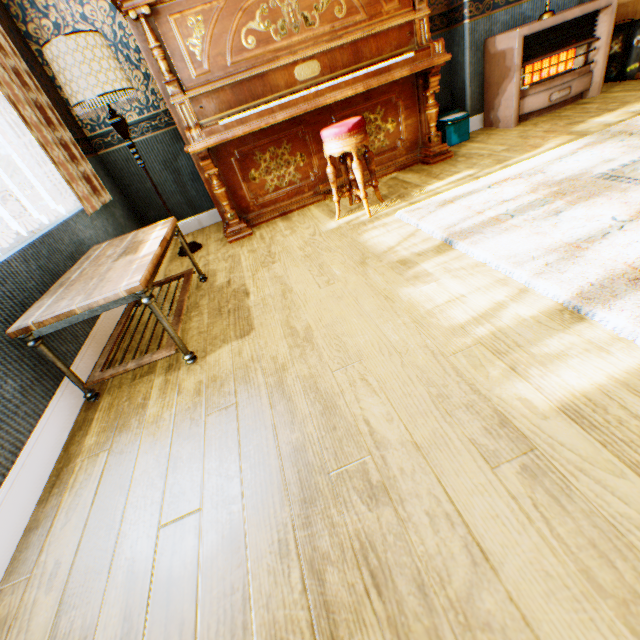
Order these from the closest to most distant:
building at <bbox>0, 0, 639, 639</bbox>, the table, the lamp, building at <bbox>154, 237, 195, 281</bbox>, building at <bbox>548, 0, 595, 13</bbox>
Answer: building at <bbox>0, 0, 639, 639</bbox>, the table, the lamp, building at <bbox>154, 237, 195, 281</bbox>, building at <bbox>548, 0, 595, 13</bbox>

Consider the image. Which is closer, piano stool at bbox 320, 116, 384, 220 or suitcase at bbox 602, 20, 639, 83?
piano stool at bbox 320, 116, 384, 220

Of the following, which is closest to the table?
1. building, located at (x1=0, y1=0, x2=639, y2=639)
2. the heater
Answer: building, located at (x1=0, y1=0, x2=639, y2=639)

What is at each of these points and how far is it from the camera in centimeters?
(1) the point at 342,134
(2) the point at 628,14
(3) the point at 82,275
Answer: (1) piano stool, 249cm
(2) cabinet, 390cm
(3) table, 186cm

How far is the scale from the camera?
3.70m

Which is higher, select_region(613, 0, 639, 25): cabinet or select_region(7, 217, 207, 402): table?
select_region(613, 0, 639, 25): cabinet

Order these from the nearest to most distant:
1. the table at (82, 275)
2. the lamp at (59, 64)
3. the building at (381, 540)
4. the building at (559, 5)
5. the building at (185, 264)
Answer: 1. the building at (381, 540)
2. the table at (82, 275)
3. the lamp at (59, 64)
4. the building at (185, 264)
5. the building at (559, 5)

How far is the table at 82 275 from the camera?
1.5m
